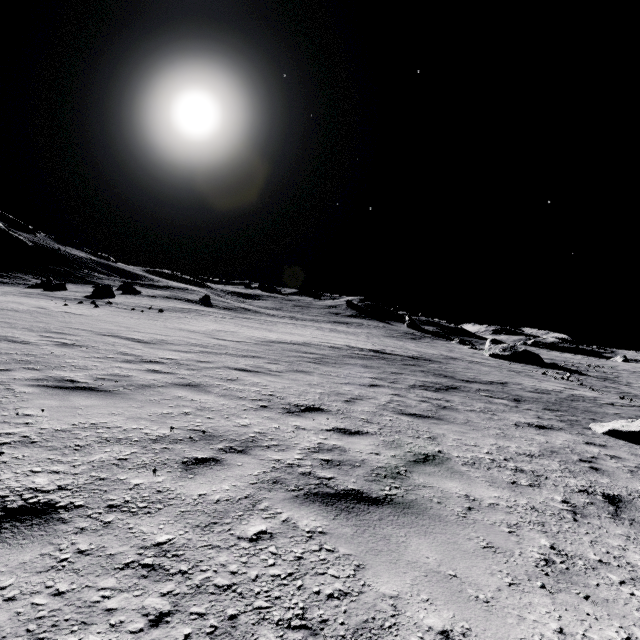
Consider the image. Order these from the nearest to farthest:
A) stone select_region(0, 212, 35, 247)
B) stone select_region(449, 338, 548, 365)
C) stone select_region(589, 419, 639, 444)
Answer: stone select_region(589, 419, 639, 444) → stone select_region(449, 338, 548, 365) → stone select_region(0, 212, 35, 247)

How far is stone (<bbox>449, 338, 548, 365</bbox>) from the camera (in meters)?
38.16

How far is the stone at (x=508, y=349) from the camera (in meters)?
38.16

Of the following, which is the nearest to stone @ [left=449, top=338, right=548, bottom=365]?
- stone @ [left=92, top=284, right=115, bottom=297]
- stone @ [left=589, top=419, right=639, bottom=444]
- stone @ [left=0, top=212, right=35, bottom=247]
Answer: stone @ [left=589, top=419, right=639, bottom=444]

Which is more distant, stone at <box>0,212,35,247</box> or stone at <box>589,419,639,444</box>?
stone at <box>0,212,35,247</box>

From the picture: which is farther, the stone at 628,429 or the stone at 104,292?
the stone at 104,292

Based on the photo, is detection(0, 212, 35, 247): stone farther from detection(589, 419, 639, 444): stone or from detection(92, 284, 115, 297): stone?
detection(589, 419, 639, 444): stone

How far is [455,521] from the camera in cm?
273
